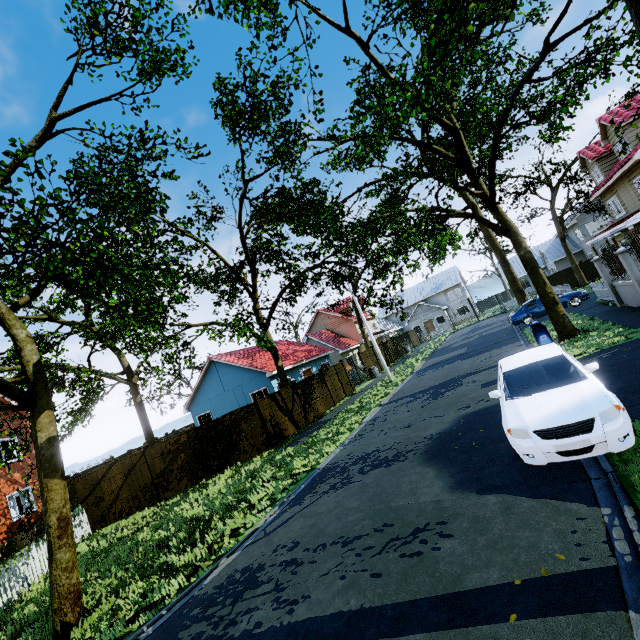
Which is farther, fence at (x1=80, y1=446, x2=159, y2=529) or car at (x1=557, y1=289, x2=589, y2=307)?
car at (x1=557, y1=289, x2=589, y2=307)

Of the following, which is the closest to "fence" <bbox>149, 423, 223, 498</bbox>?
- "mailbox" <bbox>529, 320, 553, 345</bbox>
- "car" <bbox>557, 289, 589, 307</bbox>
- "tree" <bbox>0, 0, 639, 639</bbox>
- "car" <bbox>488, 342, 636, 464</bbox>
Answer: "tree" <bbox>0, 0, 639, 639</bbox>

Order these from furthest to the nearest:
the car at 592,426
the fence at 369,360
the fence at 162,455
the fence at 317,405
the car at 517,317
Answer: the fence at 369,360 → the car at 517,317 → the fence at 317,405 → the fence at 162,455 → the car at 592,426

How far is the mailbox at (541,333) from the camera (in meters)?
10.68

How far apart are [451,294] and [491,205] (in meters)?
41.67

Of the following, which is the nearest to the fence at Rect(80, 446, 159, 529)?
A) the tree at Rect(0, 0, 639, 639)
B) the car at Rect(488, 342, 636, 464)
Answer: the tree at Rect(0, 0, 639, 639)

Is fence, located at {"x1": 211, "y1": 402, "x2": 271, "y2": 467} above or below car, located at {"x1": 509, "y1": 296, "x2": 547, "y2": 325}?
above
